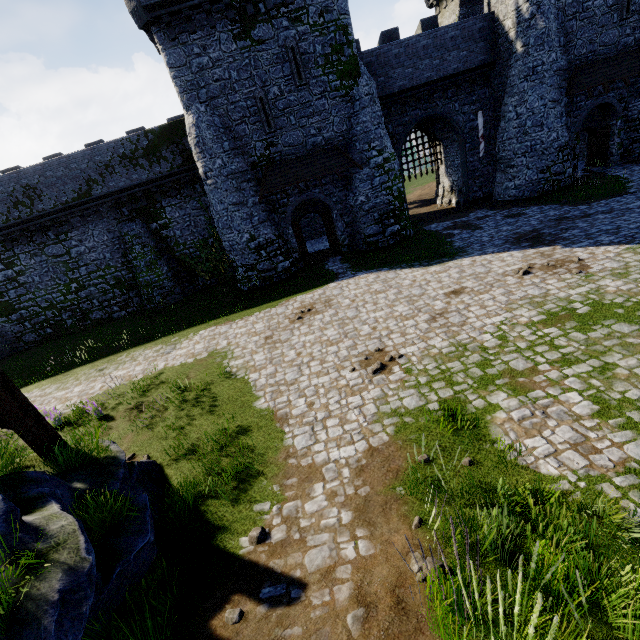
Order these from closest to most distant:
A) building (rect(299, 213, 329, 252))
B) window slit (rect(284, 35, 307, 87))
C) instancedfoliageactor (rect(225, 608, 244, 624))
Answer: instancedfoliageactor (rect(225, 608, 244, 624)), window slit (rect(284, 35, 307, 87)), building (rect(299, 213, 329, 252))

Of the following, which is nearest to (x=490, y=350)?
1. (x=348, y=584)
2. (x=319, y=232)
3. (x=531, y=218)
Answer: (x=348, y=584)

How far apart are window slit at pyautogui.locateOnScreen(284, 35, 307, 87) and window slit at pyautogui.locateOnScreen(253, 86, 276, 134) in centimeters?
153cm

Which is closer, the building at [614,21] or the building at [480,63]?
the building at [480,63]

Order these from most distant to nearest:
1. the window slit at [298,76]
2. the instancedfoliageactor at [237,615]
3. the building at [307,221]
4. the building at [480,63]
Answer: the building at [307,221] → the window slit at [298,76] → the building at [480,63] → the instancedfoliageactor at [237,615]

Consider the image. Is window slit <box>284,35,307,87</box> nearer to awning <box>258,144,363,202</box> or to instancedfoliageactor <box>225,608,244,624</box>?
awning <box>258,144,363,202</box>

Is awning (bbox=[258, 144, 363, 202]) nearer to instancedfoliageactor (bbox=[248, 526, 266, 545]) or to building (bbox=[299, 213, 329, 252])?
building (bbox=[299, 213, 329, 252])

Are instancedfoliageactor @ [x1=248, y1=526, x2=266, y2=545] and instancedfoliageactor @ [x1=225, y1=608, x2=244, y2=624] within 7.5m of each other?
yes
